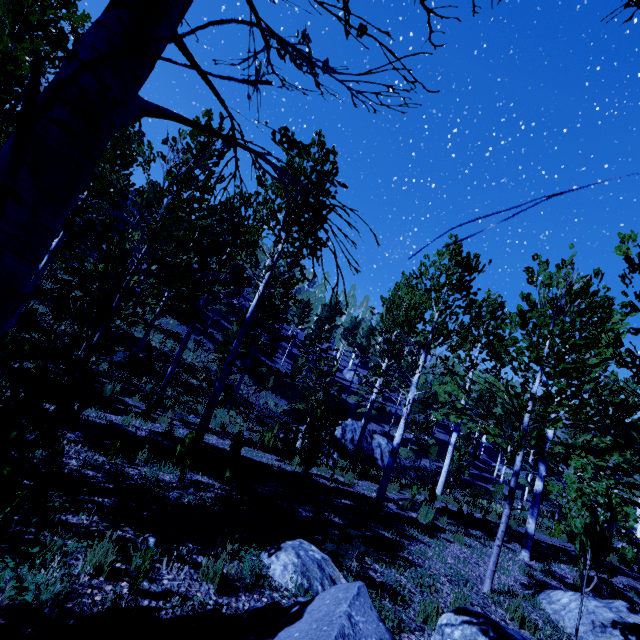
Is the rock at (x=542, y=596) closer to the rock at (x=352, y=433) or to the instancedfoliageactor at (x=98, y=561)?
the instancedfoliageactor at (x=98, y=561)

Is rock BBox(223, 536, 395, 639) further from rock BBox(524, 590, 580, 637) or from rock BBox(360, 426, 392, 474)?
rock BBox(360, 426, 392, 474)

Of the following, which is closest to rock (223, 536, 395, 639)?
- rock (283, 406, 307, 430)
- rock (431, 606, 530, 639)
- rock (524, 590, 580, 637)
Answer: rock (431, 606, 530, 639)

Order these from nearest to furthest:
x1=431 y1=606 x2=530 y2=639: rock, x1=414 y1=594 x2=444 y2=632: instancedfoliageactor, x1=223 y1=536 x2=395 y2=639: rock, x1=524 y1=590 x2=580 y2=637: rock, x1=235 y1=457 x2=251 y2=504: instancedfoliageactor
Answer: x1=223 y1=536 x2=395 y2=639: rock
x1=431 y1=606 x2=530 y2=639: rock
x1=414 y1=594 x2=444 y2=632: instancedfoliageactor
x1=235 y1=457 x2=251 y2=504: instancedfoliageactor
x1=524 y1=590 x2=580 y2=637: rock

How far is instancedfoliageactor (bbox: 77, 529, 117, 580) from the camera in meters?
2.8 m

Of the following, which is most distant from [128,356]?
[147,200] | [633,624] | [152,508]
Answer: [633,624]

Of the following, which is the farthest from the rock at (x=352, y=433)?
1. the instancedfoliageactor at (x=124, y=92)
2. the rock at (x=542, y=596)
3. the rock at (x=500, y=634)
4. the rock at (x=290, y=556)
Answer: the rock at (x=290, y=556)
